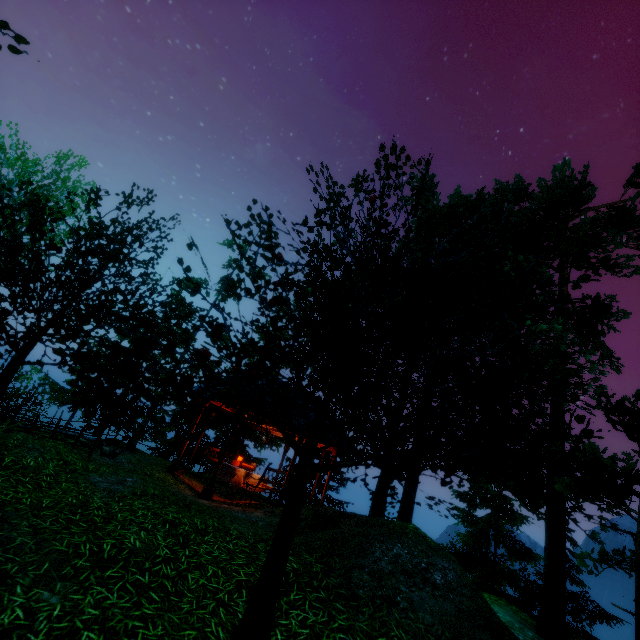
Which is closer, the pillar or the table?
the pillar

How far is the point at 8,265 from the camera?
12.5m

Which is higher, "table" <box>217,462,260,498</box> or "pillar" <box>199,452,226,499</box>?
"table" <box>217,462,260,498</box>

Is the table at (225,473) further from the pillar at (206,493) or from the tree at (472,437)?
the tree at (472,437)

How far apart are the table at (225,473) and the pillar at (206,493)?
1.4m

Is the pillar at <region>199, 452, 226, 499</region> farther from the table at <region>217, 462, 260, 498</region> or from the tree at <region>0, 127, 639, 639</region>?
the tree at <region>0, 127, 639, 639</region>

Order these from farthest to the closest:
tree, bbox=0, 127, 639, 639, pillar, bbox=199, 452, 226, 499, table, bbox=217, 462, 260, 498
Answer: table, bbox=217, 462, 260, 498
pillar, bbox=199, 452, 226, 499
tree, bbox=0, 127, 639, 639

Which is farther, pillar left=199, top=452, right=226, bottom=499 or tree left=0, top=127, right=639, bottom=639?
pillar left=199, top=452, right=226, bottom=499
